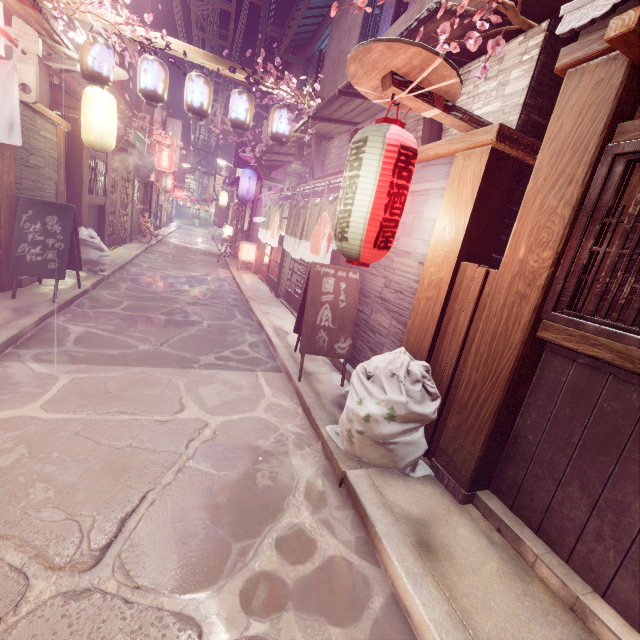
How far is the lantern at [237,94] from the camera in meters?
11.0 m

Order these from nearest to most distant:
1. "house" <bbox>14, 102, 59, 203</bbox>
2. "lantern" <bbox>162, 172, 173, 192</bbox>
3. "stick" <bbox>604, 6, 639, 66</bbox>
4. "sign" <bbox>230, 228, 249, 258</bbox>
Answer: "stick" <bbox>604, 6, 639, 66</bbox>
"house" <bbox>14, 102, 59, 203</bbox>
"sign" <bbox>230, 228, 249, 258</bbox>
"lantern" <bbox>162, 172, 173, 192</bbox>

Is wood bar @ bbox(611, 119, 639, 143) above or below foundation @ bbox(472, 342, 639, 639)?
above

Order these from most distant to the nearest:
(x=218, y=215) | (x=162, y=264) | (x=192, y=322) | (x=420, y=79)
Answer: (x=218, y=215)
(x=162, y=264)
(x=192, y=322)
(x=420, y=79)

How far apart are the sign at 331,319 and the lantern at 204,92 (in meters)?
7.39

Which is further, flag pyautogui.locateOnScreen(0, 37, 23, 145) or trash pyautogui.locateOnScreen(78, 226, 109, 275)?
trash pyautogui.locateOnScreen(78, 226, 109, 275)

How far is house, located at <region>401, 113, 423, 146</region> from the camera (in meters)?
7.32

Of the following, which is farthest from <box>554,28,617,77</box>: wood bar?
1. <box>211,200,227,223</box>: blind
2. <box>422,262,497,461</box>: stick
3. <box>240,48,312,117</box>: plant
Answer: <box>211,200,227,223</box>: blind
